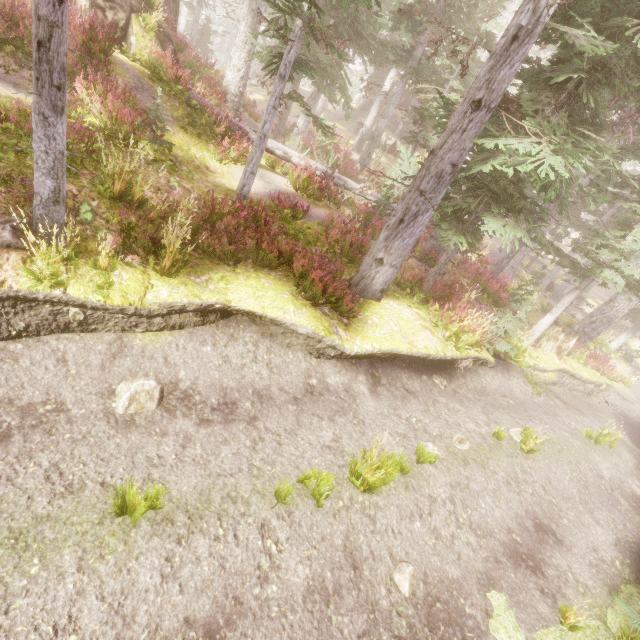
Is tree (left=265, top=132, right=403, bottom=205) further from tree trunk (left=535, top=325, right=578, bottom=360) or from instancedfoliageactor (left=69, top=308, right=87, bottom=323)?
tree trunk (left=535, top=325, right=578, bottom=360)

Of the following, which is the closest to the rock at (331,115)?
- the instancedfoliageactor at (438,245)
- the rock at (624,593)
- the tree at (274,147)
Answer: the instancedfoliageactor at (438,245)

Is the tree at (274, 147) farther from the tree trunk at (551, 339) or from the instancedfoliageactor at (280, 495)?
the tree trunk at (551, 339)

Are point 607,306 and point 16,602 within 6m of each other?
no

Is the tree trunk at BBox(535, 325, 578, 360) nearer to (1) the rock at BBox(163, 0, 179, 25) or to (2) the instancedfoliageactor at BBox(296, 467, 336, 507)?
(2) the instancedfoliageactor at BBox(296, 467, 336, 507)

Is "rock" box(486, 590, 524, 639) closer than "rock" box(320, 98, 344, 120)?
Yes

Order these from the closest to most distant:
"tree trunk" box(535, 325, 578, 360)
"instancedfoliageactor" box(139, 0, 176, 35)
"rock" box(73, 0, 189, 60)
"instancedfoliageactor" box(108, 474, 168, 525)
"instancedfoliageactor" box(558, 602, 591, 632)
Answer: "instancedfoliageactor" box(108, 474, 168, 525) < "instancedfoliageactor" box(558, 602, 591, 632) < "rock" box(73, 0, 189, 60) < "instancedfoliageactor" box(139, 0, 176, 35) < "tree trunk" box(535, 325, 578, 360)

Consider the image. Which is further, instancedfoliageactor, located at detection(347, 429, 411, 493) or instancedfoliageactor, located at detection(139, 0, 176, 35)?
instancedfoliageactor, located at detection(139, 0, 176, 35)
